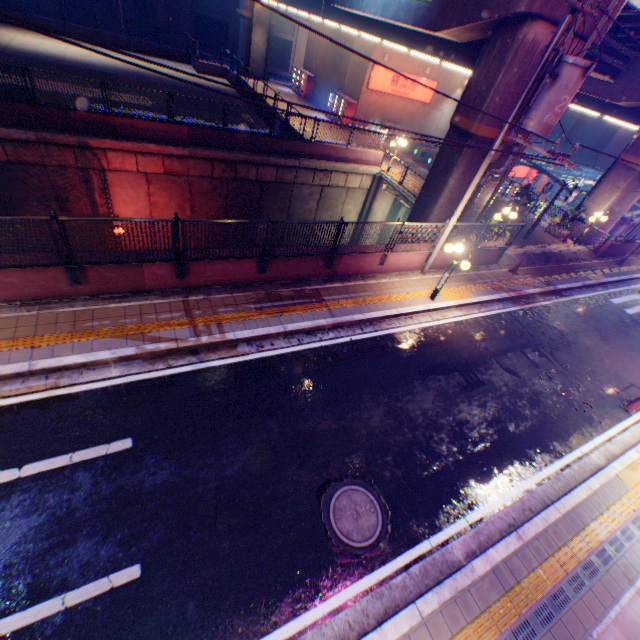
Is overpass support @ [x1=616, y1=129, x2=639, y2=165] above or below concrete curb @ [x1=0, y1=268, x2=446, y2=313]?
above

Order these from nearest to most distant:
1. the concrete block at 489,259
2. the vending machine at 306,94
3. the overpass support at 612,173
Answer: the concrete block at 489,259
the overpass support at 612,173
the vending machine at 306,94

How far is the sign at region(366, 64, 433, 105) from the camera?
24.9m

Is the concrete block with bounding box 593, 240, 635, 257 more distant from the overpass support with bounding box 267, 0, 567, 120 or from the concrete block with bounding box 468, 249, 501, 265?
the concrete block with bounding box 468, 249, 501, 265

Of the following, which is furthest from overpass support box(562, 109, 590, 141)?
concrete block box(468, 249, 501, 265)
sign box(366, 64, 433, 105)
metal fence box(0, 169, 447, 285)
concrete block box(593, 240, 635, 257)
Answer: concrete block box(468, 249, 501, 265)

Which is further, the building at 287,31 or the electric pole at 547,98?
the building at 287,31

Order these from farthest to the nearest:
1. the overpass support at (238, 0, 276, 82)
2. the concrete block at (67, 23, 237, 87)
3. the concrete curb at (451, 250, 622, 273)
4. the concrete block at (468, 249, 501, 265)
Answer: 1. the overpass support at (238, 0, 276, 82)
2. the concrete block at (67, 23, 237, 87)
3. the concrete curb at (451, 250, 622, 273)
4. the concrete block at (468, 249, 501, 265)

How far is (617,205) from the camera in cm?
1962
